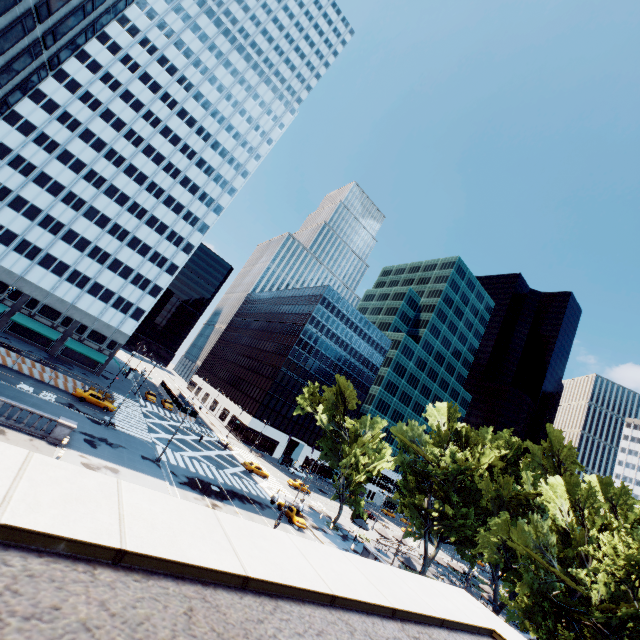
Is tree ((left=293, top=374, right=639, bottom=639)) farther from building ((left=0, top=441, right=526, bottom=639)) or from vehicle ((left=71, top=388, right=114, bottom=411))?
vehicle ((left=71, top=388, right=114, bottom=411))

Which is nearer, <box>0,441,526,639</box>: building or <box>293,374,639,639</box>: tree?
<box>0,441,526,639</box>: building

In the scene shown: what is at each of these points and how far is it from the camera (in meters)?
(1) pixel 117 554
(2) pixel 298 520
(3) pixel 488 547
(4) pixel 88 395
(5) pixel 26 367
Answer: (1) building, 2.32
(2) vehicle, 38.75
(3) tree, 38.75
(4) vehicle, 41.00
(5) concrete barrier, 39.38

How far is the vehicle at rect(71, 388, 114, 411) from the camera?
40.5m

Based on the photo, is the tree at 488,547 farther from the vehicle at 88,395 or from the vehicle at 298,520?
the vehicle at 88,395

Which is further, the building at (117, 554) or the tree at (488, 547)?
the tree at (488, 547)

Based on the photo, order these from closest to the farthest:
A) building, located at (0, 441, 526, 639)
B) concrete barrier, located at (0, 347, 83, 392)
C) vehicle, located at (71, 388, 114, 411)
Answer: building, located at (0, 441, 526, 639) < concrete barrier, located at (0, 347, 83, 392) < vehicle, located at (71, 388, 114, 411)

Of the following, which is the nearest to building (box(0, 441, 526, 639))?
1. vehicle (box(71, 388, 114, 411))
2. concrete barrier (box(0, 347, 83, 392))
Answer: concrete barrier (box(0, 347, 83, 392))
